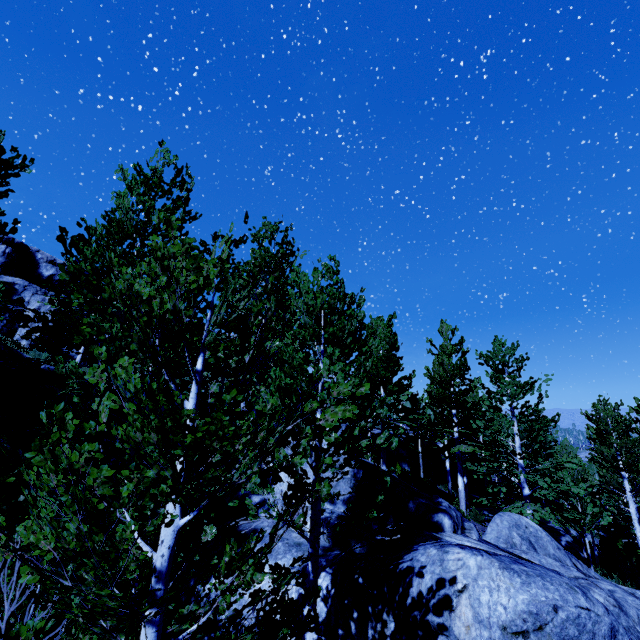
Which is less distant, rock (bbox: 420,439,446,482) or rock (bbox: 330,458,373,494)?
rock (bbox: 330,458,373,494)

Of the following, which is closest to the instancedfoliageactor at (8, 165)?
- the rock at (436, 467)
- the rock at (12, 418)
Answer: the rock at (436, 467)

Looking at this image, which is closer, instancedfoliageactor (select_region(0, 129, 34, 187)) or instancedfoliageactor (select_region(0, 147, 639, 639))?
instancedfoliageactor (select_region(0, 147, 639, 639))

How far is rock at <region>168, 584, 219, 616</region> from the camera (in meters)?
5.88

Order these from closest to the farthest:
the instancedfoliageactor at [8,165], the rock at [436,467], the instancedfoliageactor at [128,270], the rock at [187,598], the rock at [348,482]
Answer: the instancedfoliageactor at [128,270]
the rock at [187,598]
the instancedfoliageactor at [8,165]
the rock at [348,482]
the rock at [436,467]

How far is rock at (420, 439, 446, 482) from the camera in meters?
26.8

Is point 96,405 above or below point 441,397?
below
